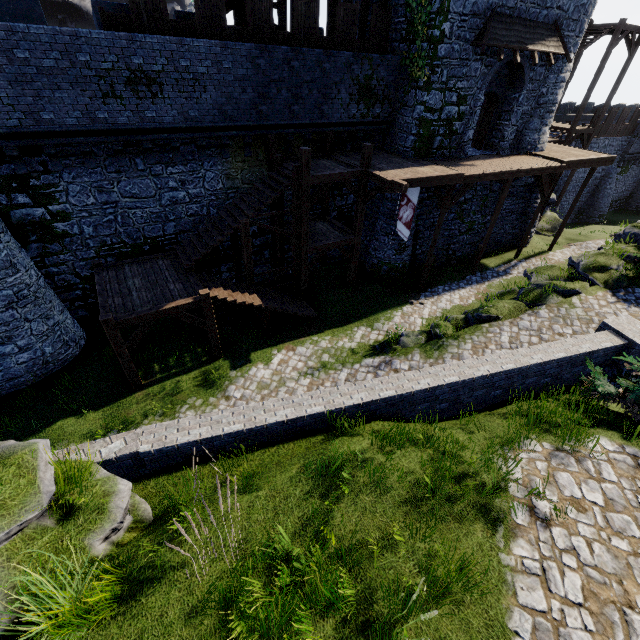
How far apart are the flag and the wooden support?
0.8 meters

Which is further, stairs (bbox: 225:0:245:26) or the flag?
the flag

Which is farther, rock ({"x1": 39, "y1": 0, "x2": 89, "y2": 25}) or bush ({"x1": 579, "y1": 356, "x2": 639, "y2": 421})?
rock ({"x1": 39, "y1": 0, "x2": 89, "y2": 25})

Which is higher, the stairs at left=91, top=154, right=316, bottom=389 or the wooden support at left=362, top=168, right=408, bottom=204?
the wooden support at left=362, top=168, right=408, bottom=204

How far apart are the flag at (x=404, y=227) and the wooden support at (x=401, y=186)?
0.8m

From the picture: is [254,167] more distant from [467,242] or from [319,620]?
[319,620]

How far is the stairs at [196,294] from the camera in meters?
10.5

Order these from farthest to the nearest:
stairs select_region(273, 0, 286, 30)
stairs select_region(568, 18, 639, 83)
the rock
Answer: the rock < stairs select_region(568, 18, 639, 83) < stairs select_region(273, 0, 286, 30)
